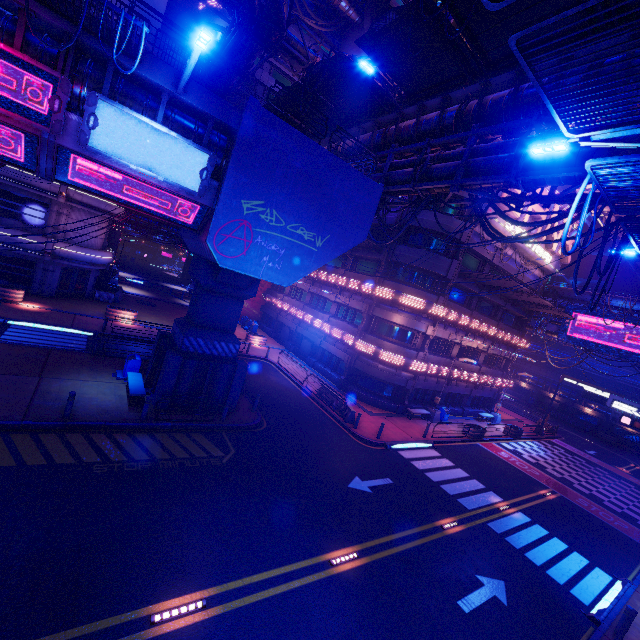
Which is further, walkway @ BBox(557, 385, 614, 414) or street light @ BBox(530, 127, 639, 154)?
walkway @ BBox(557, 385, 614, 414)

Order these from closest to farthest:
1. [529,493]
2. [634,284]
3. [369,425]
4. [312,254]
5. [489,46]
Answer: [489,46] → [312,254] → [529,493] → [369,425] → [634,284]

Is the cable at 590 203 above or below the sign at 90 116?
above

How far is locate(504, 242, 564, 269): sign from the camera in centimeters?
2838cm

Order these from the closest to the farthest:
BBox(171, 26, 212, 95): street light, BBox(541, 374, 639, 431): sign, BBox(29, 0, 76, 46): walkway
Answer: BBox(171, 26, 212, 95): street light, BBox(29, 0, 76, 46): walkway, BBox(541, 374, 639, 431): sign

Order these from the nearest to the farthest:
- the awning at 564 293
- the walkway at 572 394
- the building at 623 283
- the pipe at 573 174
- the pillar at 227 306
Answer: the pipe at 573 174
the pillar at 227 306
the awning at 564 293
the walkway at 572 394
the building at 623 283

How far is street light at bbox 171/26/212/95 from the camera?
7.89m

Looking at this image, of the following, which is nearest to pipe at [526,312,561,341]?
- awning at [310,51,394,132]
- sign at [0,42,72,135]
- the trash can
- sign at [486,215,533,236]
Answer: sign at [486,215,533,236]
